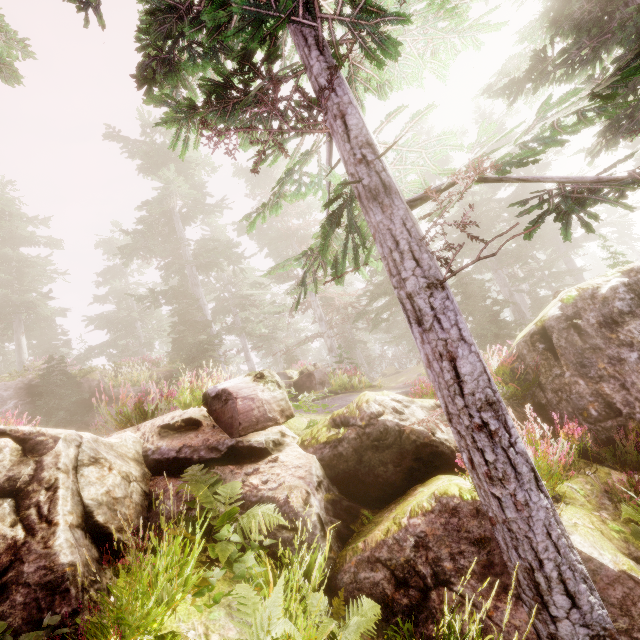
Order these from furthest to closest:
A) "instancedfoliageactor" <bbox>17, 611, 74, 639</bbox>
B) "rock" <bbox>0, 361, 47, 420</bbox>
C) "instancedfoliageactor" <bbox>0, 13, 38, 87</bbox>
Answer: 1. "rock" <bbox>0, 361, 47, 420</bbox>
2. "instancedfoliageactor" <bbox>0, 13, 38, 87</bbox>
3. "instancedfoliageactor" <bbox>17, 611, 74, 639</bbox>

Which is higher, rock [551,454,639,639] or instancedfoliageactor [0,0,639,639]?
instancedfoliageactor [0,0,639,639]

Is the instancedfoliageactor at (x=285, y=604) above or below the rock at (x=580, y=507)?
above

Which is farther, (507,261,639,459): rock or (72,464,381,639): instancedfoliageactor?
(507,261,639,459): rock

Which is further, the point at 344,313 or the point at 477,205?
the point at 344,313

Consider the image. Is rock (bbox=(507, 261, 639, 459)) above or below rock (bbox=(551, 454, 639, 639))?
above

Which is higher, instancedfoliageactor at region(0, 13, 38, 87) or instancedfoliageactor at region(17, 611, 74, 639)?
instancedfoliageactor at region(0, 13, 38, 87)

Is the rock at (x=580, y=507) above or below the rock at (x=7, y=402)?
below
